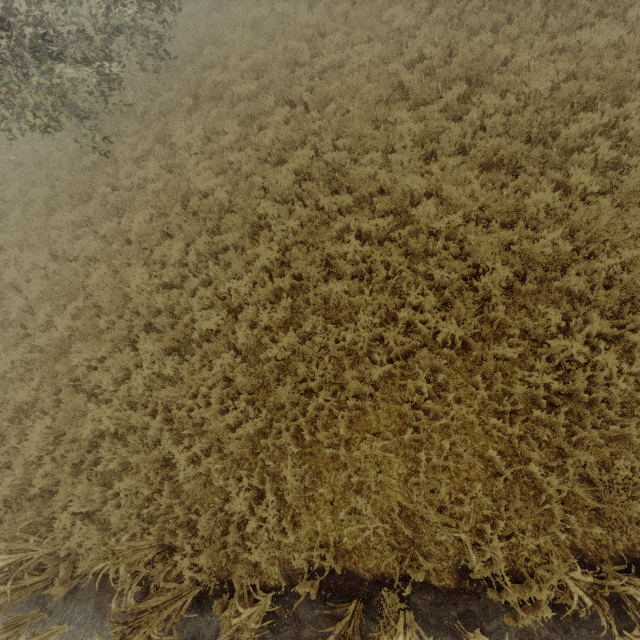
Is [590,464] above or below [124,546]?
below

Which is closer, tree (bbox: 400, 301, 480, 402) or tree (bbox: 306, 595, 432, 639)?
tree (bbox: 306, 595, 432, 639)

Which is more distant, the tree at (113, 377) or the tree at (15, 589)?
the tree at (113, 377)

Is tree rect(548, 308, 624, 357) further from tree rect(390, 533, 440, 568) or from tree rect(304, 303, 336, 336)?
tree rect(304, 303, 336, 336)

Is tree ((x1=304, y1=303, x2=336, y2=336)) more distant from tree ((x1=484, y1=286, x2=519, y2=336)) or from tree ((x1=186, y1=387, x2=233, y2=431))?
tree ((x1=186, y1=387, x2=233, y2=431))

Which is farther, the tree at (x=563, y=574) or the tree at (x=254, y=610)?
the tree at (x=254, y=610)

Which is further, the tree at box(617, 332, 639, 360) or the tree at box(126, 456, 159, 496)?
the tree at box(126, 456, 159, 496)

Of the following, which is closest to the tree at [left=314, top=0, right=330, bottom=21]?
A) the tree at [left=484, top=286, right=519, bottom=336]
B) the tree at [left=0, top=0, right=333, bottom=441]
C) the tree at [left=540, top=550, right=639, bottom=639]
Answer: the tree at [left=540, top=550, right=639, bottom=639]
